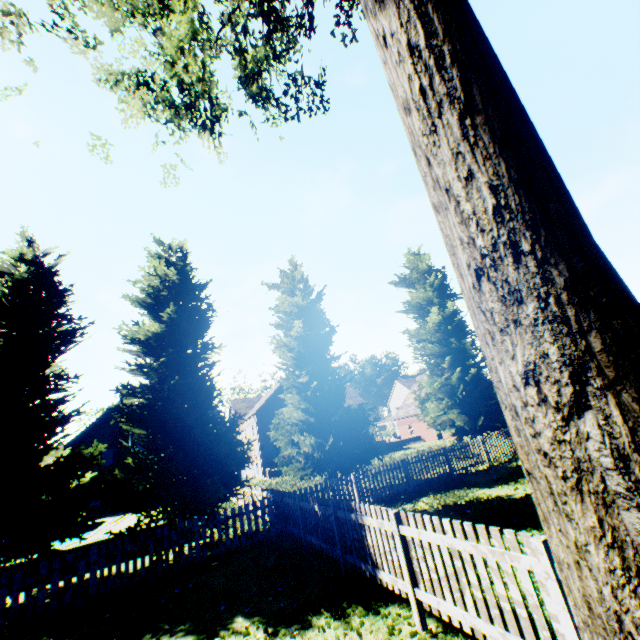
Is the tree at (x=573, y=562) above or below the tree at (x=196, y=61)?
below

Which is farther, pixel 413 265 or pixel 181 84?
pixel 413 265

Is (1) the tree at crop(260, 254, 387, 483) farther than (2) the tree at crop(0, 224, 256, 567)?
Yes

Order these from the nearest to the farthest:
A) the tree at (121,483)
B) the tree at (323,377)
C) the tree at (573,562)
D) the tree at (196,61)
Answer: the tree at (573,562) → the tree at (196,61) → the tree at (121,483) → the tree at (323,377)

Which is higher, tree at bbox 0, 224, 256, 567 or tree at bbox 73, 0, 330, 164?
tree at bbox 73, 0, 330, 164

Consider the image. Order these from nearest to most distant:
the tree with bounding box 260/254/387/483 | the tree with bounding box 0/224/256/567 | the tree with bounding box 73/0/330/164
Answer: the tree with bounding box 73/0/330/164, the tree with bounding box 0/224/256/567, the tree with bounding box 260/254/387/483

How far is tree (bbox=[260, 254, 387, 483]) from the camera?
14.2m
